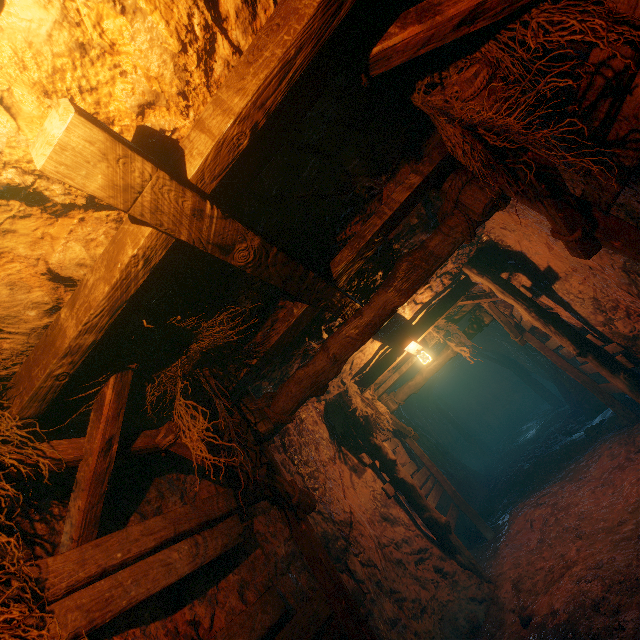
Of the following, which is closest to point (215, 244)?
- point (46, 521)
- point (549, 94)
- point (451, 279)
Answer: point (549, 94)
